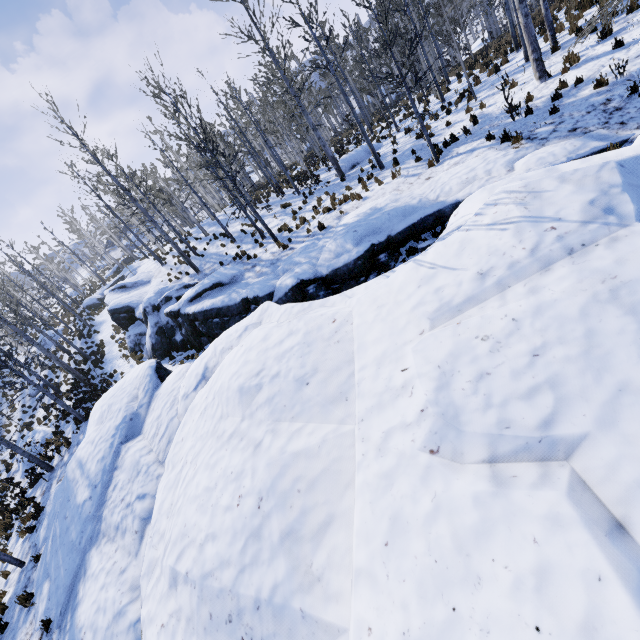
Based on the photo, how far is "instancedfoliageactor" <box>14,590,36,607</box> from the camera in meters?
8.4

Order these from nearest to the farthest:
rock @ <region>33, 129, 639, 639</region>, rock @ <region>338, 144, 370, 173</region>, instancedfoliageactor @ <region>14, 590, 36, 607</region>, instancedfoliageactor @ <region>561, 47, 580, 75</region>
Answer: rock @ <region>33, 129, 639, 639</region>, instancedfoliageactor @ <region>14, 590, 36, 607</region>, instancedfoliageactor @ <region>561, 47, 580, 75</region>, rock @ <region>338, 144, 370, 173</region>

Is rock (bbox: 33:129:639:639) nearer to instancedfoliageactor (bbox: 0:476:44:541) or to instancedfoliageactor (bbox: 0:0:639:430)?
instancedfoliageactor (bbox: 0:0:639:430)

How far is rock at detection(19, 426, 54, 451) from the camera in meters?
18.4

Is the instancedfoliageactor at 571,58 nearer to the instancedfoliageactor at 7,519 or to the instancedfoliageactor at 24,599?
the instancedfoliageactor at 7,519

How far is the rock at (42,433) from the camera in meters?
18.4

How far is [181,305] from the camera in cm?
1623

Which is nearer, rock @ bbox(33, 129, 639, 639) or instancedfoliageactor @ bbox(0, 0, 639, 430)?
rock @ bbox(33, 129, 639, 639)
